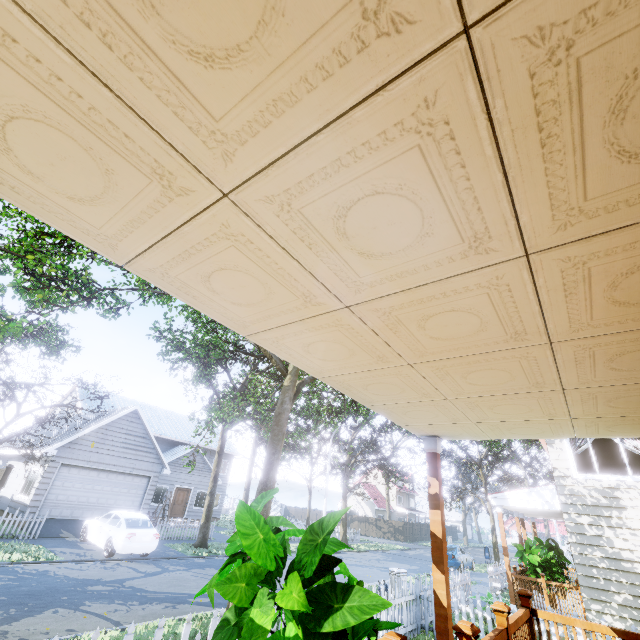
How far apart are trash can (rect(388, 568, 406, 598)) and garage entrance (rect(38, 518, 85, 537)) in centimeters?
1374cm

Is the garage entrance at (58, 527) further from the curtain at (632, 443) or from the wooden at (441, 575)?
the curtain at (632, 443)

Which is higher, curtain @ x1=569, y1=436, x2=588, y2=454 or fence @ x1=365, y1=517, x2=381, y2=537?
curtain @ x1=569, y1=436, x2=588, y2=454

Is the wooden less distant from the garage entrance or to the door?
the garage entrance

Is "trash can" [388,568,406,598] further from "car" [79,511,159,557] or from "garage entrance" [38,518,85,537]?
"garage entrance" [38,518,85,537]

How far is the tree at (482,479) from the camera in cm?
2430

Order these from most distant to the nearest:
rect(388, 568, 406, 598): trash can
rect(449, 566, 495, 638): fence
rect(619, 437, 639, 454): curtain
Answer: rect(388, 568, 406, 598): trash can, rect(619, 437, 639, 454): curtain, rect(449, 566, 495, 638): fence

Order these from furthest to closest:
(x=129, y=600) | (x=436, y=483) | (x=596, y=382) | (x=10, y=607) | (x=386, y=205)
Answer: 1. (x=129, y=600)
2. (x=10, y=607)
3. (x=436, y=483)
4. (x=596, y=382)
5. (x=386, y=205)
